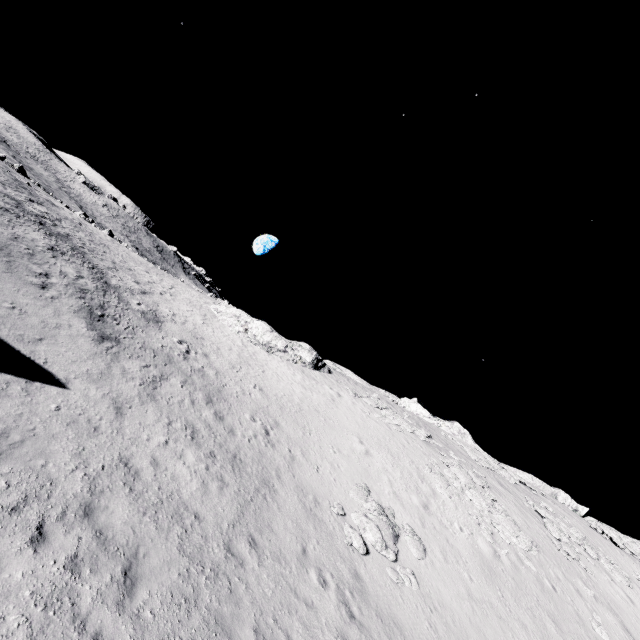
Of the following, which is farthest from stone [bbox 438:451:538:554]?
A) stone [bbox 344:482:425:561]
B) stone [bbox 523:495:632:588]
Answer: stone [bbox 344:482:425:561]

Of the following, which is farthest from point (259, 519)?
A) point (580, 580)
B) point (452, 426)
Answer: point (452, 426)

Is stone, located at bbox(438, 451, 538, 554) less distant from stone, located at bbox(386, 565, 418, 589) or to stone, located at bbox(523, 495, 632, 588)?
A: stone, located at bbox(523, 495, 632, 588)

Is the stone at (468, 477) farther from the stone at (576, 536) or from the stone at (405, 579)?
the stone at (405, 579)

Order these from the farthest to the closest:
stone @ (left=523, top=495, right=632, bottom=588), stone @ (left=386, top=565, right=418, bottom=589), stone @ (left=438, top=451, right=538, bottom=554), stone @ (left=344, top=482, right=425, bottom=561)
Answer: stone @ (left=523, top=495, right=632, bottom=588) → stone @ (left=438, top=451, right=538, bottom=554) → stone @ (left=344, top=482, right=425, bottom=561) → stone @ (left=386, top=565, right=418, bottom=589)

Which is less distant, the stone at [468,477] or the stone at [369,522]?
the stone at [369,522]

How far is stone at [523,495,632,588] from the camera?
23.92m
